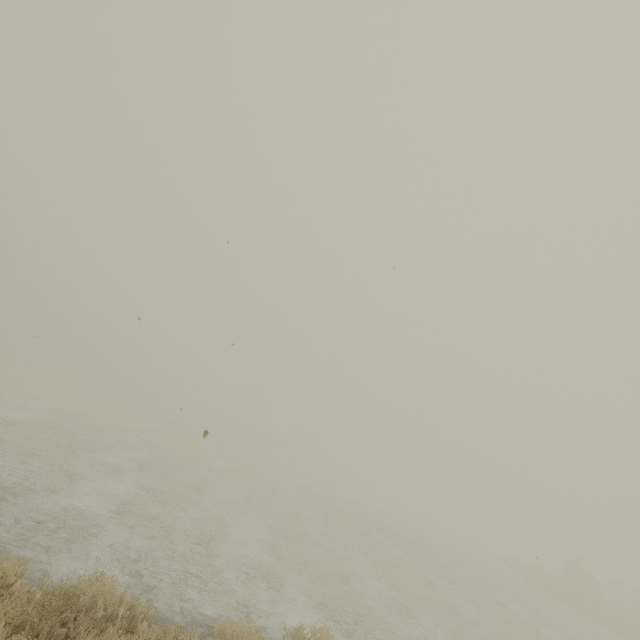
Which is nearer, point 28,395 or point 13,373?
point 28,395
